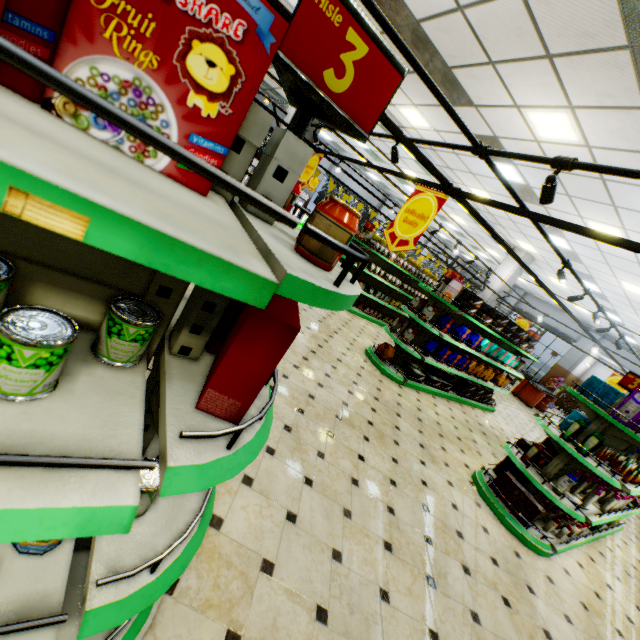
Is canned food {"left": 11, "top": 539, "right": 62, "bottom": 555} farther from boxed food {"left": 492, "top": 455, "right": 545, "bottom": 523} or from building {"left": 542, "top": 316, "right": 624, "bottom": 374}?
boxed food {"left": 492, "top": 455, "right": 545, "bottom": 523}

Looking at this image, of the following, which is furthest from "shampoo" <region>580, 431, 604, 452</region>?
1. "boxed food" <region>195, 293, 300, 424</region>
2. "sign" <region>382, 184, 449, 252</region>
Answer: "boxed food" <region>195, 293, 300, 424</region>

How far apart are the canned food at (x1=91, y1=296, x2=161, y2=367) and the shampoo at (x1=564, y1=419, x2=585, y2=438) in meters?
5.1

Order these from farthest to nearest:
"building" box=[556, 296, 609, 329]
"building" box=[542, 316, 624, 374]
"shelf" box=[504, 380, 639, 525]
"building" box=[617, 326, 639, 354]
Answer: "building" box=[542, 316, 624, 374] → "building" box=[556, 296, 609, 329] → "building" box=[617, 326, 639, 354] → "shelf" box=[504, 380, 639, 525]

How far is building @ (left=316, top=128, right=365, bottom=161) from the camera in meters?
14.5 m

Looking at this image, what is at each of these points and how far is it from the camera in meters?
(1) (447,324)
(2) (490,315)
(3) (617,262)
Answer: (1) decorative cookie box, 6.7 m
(2) boxed food, 7.1 m
(3) building, 8.1 m

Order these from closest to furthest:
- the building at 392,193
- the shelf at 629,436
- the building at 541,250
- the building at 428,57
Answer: the building at 428,57 → the shelf at 629,436 → the building at 541,250 → the building at 392,193

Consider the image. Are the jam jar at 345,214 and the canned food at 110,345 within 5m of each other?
yes
